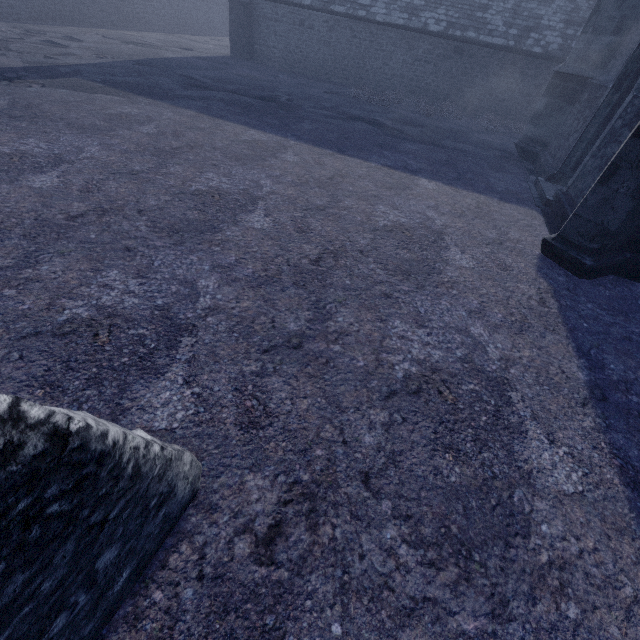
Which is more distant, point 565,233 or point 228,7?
point 228,7
